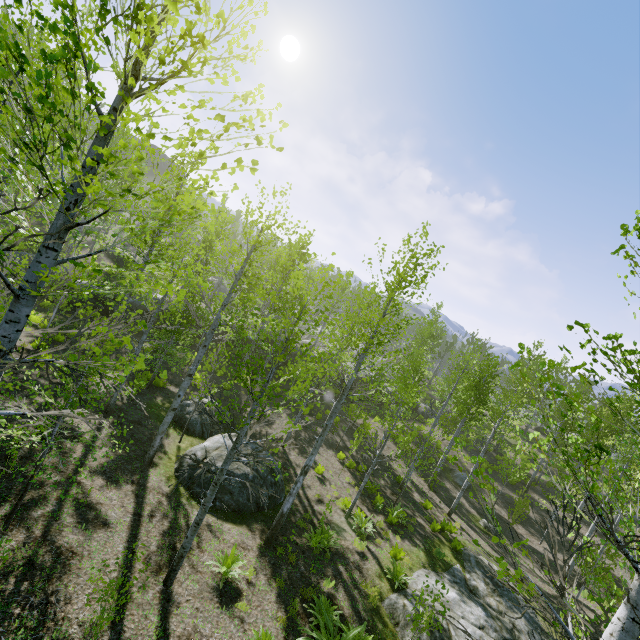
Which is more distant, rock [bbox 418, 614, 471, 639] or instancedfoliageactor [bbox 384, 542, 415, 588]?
instancedfoliageactor [bbox 384, 542, 415, 588]

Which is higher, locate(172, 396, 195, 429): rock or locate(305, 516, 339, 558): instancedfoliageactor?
locate(305, 516, 339, 558): instancedfoliageactor

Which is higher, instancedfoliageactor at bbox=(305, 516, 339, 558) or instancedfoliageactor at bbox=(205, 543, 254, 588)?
→ instancedfoliageactor at bbox=(205, 543, 254, 588)

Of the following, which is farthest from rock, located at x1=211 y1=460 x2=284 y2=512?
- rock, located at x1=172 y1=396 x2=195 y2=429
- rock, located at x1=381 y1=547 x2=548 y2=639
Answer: rock, located at x1=381 y1=547 x2=548 y2=639

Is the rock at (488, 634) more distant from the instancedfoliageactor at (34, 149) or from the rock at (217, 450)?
the rock at (217, 450)

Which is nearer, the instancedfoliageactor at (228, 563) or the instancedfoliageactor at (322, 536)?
the instancedfoliageactor at (228, 563)

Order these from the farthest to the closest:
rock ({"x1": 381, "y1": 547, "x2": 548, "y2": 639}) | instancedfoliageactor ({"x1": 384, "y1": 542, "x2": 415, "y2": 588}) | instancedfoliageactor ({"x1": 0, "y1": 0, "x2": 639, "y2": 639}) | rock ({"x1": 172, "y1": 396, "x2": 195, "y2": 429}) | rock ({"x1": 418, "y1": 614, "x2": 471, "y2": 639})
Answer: rock ({"x1": 172, "y1": 396, "x2": 195, "y2": 429})
instancedfoliageactor ({"x1": 384, "y1": 542, "x2": 415, "y2": 588})
rock ({"x1": 381, "y1": 547, "x2": 548, "y2": 639})
rock ({"x1": 418, "y1": 614, "x2": 471, "y2": 639})
instancedfoliageactor ({"x1": 0, "y1": 0, "x2": 639, "y2": 639})

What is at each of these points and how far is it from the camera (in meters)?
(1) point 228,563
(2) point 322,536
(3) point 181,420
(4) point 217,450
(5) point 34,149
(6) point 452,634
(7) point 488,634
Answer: (1) instancedfoliageactor, 7.93
(2) instancedfoliageactor, 10.91
(3) rock, 14.54
(4) rock, 11.79
(5) instancedfoliageactor, 3.12
(6) rock, 9.08
(7) rock, 9.84
